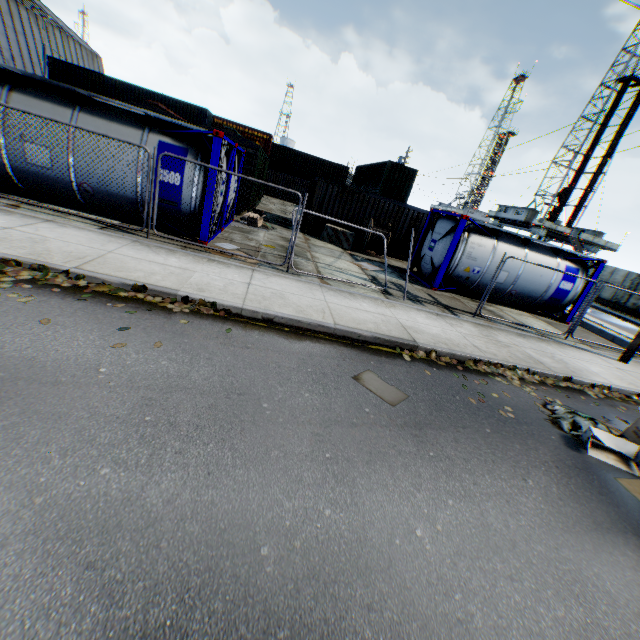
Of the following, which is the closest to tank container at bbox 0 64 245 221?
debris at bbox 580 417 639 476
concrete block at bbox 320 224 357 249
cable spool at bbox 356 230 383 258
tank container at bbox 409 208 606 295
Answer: concrete block at bbox 320 224 357 249

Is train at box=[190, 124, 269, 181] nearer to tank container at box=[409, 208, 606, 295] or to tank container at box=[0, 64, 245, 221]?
tank container at box=[0, 64, 245, 221]

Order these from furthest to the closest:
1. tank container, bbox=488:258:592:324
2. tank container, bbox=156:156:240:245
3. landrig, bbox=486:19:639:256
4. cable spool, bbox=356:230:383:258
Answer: landrig, bbox=486:19:639:256 < cable spool, bbox=356:230:383:258 < tank container, bbox=488:258:592:324 < tank container, bbox=156:156:240:245

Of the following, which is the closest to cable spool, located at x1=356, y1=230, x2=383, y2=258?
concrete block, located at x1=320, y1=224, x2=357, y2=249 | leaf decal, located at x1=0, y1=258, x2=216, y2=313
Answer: concrete block, located at x1=320, y1=224, x2=357, y2=249

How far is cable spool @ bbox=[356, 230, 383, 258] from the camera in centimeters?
1644cm

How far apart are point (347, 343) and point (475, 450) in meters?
2.9

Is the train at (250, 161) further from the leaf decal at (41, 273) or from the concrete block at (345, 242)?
the leaf decal at (41, 273)

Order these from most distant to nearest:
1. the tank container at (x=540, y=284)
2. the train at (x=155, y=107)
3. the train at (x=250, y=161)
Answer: the train at (x=250, y=161)
the train at (x=155, y=107)
the tank container at (x=540, y=284)
